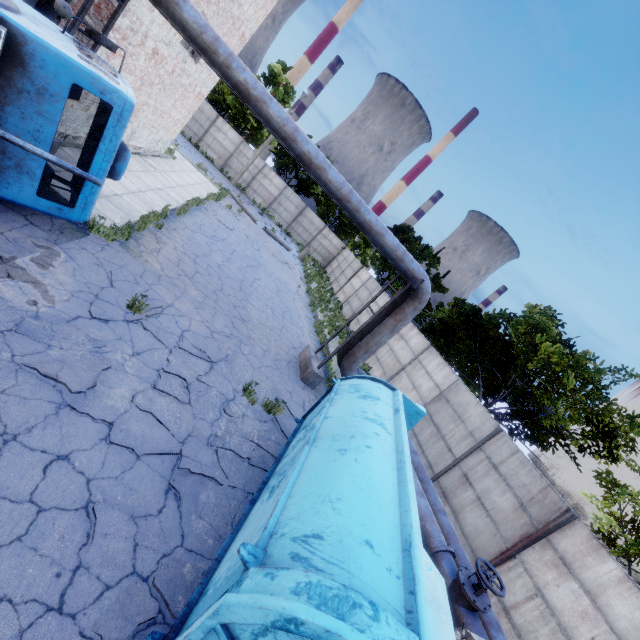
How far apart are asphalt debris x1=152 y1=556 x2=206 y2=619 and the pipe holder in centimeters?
654cm

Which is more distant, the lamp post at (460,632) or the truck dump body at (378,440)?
the lamp post at (460,632)

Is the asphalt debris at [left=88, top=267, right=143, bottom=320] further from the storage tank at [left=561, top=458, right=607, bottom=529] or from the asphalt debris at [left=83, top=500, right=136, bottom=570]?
the storage tank at [left=561, top=458, right=607, bottom=529]

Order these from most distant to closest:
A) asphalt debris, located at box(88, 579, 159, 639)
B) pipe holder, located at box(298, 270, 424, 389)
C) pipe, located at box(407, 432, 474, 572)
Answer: pipe holder, located at box(298, 270, 424, 389) < pipe, located at box(407, 432, 474, 572) < asphalt debris, located at box(88, 579, 159, 639)

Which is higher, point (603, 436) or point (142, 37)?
point (603, 436)

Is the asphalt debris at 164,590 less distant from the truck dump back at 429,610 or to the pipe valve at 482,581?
the truck dump back at 429,610

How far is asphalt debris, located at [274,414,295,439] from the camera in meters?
7.8
